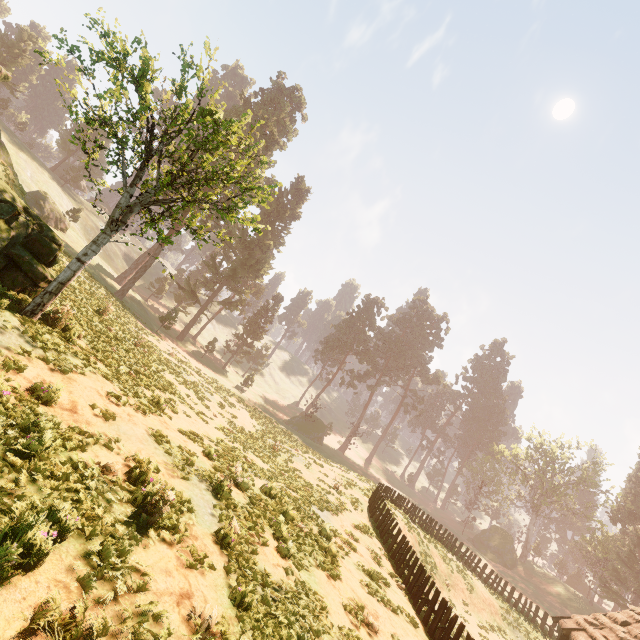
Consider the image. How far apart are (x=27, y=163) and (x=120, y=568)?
64.9 meters

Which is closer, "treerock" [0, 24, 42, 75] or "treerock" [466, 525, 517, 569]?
"treerock" [466, 525, 517, 569]

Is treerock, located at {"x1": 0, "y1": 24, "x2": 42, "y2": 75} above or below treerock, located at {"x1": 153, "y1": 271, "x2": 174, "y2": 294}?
above

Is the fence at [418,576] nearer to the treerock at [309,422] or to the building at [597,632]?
the building at [597,632]

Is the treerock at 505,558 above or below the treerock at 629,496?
below

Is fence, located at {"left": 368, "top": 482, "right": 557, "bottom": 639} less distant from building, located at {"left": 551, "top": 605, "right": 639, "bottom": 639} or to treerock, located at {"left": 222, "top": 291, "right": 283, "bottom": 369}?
building, located at {"left": 551, "top": 605, "right": 639, "bottom": 639}

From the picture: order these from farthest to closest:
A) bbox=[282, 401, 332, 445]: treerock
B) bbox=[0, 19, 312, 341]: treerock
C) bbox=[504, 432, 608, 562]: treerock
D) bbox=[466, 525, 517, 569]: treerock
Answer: bbox=[504, 432, 608, 562]: treerock → bbox=[466, 525, 517, 569]: treerock → bbox=[282, 401, 332, 445]: treerock → bbox=[0, 19, 312, 341]: treerock

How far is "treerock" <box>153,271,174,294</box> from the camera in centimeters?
5602cm
